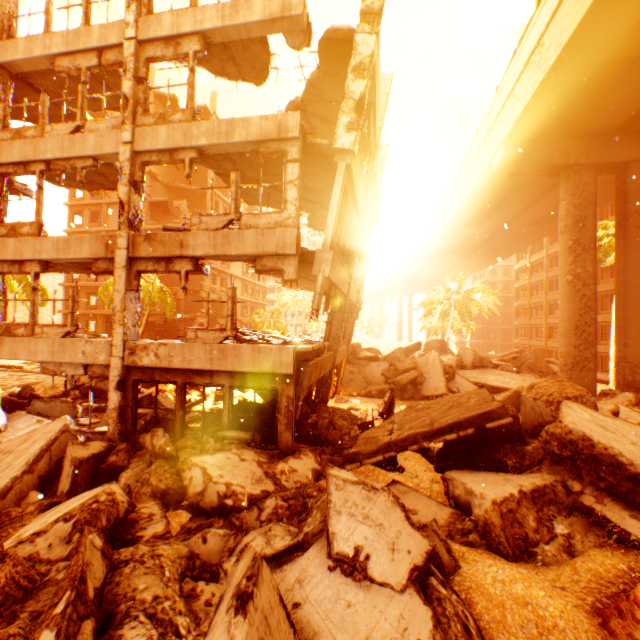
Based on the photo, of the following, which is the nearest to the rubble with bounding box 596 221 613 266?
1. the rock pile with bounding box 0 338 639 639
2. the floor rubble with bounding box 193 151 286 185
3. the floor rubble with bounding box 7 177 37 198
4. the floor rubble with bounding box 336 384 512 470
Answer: the rock pile with bounding box 0 338 639 639

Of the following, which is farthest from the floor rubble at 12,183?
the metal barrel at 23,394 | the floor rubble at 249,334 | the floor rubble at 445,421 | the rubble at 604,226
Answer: the floor rubble at 445,421

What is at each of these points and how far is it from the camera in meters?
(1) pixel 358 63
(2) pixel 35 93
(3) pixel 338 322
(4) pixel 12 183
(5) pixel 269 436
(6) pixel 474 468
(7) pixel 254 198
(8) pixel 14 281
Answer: (1) pillar, 8.2
(2) floor rubble, 11.4
(3) pillar, 13.1
(4) floor rubble, 11.8
(5) rock pile, 9.5
(6) rock pile, 7.8
(7) floor rubble, 13.0
(8) rubble, 18.5

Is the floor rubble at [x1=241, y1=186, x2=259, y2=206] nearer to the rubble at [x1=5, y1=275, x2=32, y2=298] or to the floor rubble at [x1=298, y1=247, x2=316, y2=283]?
the floor rubble at [x1=298, y1=247, x2=316, y2=283]

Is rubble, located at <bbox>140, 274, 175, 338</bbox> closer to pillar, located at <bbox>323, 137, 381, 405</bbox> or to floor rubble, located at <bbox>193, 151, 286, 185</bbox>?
pillar, located at <bbox>323, 137, 381, 405</bbox>

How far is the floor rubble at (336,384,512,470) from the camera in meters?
6.7

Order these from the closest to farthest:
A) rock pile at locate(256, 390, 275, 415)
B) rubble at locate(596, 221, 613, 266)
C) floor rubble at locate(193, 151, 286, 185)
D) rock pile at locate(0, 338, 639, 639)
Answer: rock pile at locate(0, 338, 639, 639) → floor rubble at locate(193, 151, 286, 185) → rock pile at locate(256, 390, 275, 415) → rubble at locate(596, 221, 613, 266)

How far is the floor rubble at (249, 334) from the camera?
11.8 meters
